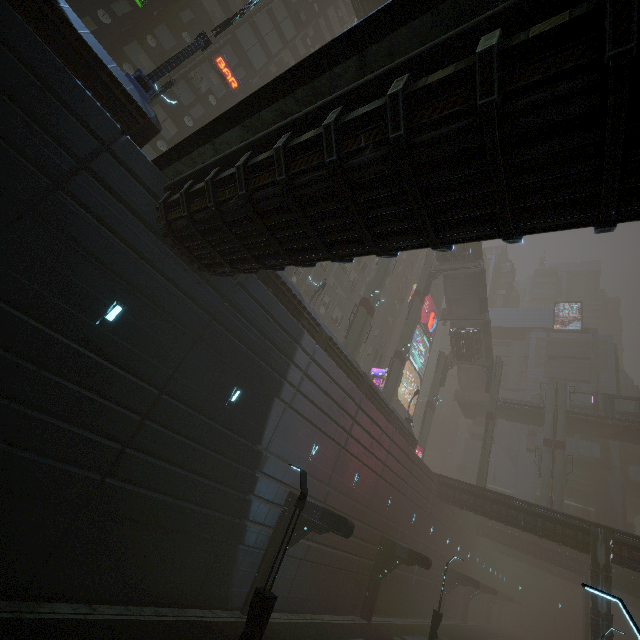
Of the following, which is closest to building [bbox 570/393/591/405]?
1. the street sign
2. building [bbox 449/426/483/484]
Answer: building [bbox 449/426/483/484]

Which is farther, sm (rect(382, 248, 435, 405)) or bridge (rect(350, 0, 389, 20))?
sm (rect(382, 248, 435, 405))

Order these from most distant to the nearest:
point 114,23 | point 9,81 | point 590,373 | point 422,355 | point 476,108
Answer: point 422,355 < point 590,373 < point 114,23 < point 9,81 < point 476,108

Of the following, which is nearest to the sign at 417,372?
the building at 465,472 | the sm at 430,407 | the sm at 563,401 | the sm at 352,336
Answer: the sm at 430,407

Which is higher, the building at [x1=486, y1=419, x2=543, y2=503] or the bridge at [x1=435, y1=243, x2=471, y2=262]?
the bridge at [x1=435, y1=243, x2=471, y2=262]

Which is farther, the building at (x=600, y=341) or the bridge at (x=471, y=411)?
the building at (x=600, y=341)

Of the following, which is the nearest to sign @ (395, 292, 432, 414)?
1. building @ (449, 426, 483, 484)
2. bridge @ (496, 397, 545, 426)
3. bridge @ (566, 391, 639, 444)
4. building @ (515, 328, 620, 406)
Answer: bridge @ (496, 397, 545, 426)

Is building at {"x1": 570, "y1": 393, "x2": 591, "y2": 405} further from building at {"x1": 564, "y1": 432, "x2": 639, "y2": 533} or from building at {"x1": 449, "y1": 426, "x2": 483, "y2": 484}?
building at {"x1": 449, "y1": 426, "x2": 483, "y2": 484}
